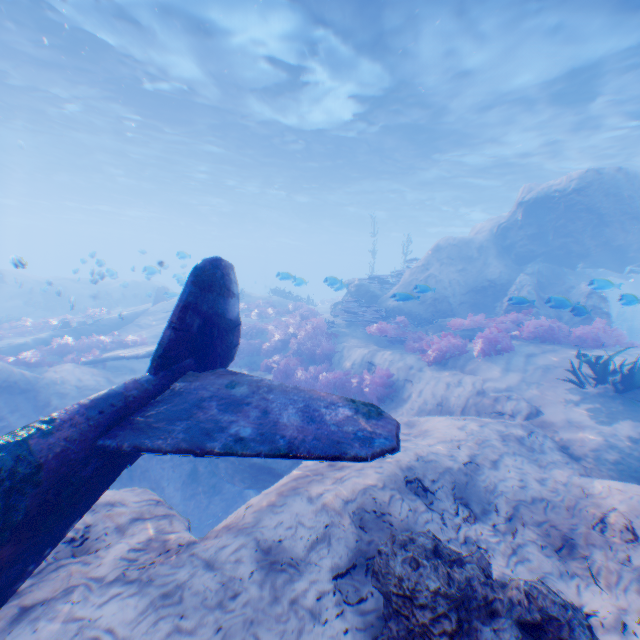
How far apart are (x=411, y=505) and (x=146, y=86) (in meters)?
20.68

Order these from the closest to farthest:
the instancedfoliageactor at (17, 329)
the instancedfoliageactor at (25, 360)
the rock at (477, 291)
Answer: the instancedfoliageactor at (25, 360), the rock at (477, 291), the instancedfoliageactor at (17, 329)

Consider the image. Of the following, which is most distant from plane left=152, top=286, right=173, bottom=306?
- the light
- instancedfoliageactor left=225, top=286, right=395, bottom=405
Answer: the light

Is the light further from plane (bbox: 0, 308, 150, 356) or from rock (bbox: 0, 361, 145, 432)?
plane (bbox: 0, 308, 150, 356)

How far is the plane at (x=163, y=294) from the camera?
14.12m

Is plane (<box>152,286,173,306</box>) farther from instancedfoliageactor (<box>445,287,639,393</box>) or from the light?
the light
